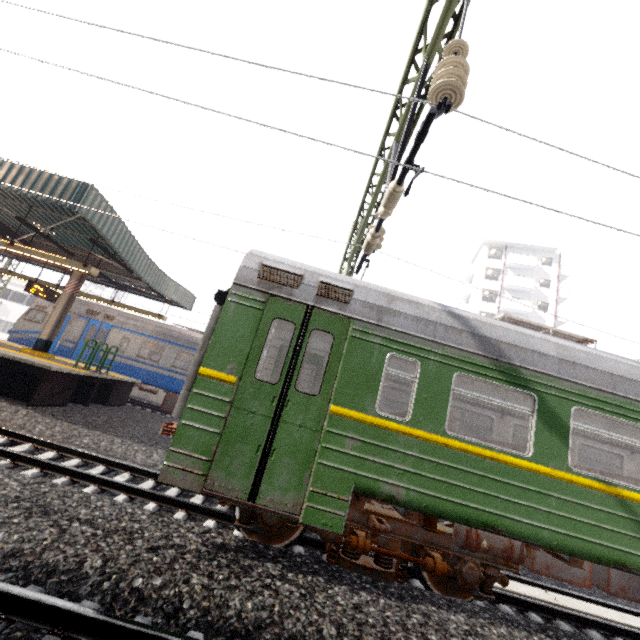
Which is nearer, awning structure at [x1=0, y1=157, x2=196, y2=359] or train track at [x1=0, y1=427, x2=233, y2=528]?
train track at [x1=0, y1=427, x2=233, y2=528]

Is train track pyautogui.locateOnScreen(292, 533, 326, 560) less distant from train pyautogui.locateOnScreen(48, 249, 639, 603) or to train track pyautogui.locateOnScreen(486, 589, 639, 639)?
train pyautogui.locateOnScreen(48, 249, 639, 603)

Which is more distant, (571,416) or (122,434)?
(122,434)

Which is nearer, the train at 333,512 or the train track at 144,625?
the train track at 144,625

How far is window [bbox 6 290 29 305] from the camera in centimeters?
3157cm

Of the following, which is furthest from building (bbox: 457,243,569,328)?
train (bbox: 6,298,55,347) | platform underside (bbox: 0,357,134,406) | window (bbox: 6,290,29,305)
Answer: window (bbox: 6,290,29,305)

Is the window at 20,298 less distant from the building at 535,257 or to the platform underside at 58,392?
the platform underside at 58,392

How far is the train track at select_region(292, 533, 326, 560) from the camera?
5.2 meters
